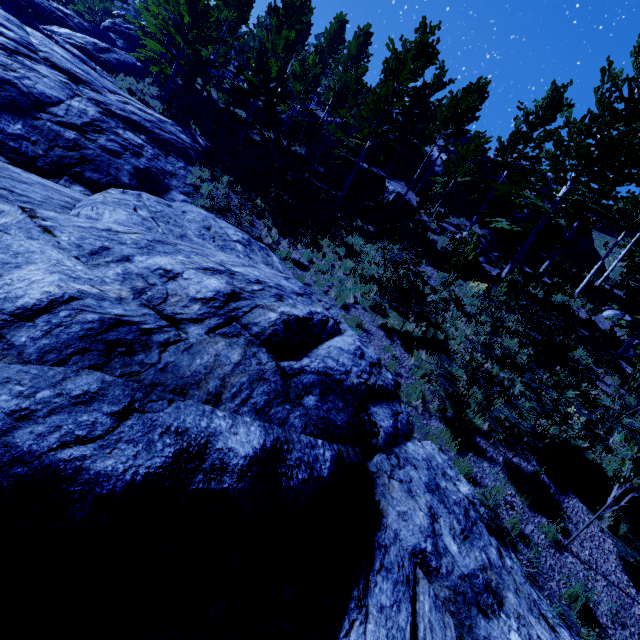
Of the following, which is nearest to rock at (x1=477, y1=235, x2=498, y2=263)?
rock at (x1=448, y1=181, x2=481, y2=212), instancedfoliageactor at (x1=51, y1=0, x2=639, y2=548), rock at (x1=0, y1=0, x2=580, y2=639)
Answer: instancedfoliageactor at (x1=51, y1=0, x2=639, y2=548)

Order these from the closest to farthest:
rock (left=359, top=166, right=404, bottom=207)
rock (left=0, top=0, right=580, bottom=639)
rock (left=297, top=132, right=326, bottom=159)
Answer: rock (left=0, top=0, right=580, bottom=639) → rock (left=359, top=166, right=404, bottom=207) → rock (left=297, top=132, right=326, bottom=159)

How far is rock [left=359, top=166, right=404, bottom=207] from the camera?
22.3 meters

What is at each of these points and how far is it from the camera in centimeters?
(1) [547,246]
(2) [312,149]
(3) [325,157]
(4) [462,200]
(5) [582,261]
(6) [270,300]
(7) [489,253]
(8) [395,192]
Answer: (1) rock, 2536cm
(2) rock, 2489cm
(3) rock, 2450cm
(4) rock, 2622cm
(5) rock, 2566cm
(6) rock, 595cm
(7) rock, 1886cm
(8) rock, 2233cm

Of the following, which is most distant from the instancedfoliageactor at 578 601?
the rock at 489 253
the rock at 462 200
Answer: the rock at 489 253

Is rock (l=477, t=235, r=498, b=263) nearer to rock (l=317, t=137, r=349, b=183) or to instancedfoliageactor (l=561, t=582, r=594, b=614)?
instancedfoliageactor (l=561, t=582, r=594, b=614)

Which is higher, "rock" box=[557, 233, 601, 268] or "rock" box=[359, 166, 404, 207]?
"rock" box=[557, 233, 601, 268]

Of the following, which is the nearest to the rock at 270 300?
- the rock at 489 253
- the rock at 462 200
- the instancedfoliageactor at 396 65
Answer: the instancedfoliageactor at 396 65
